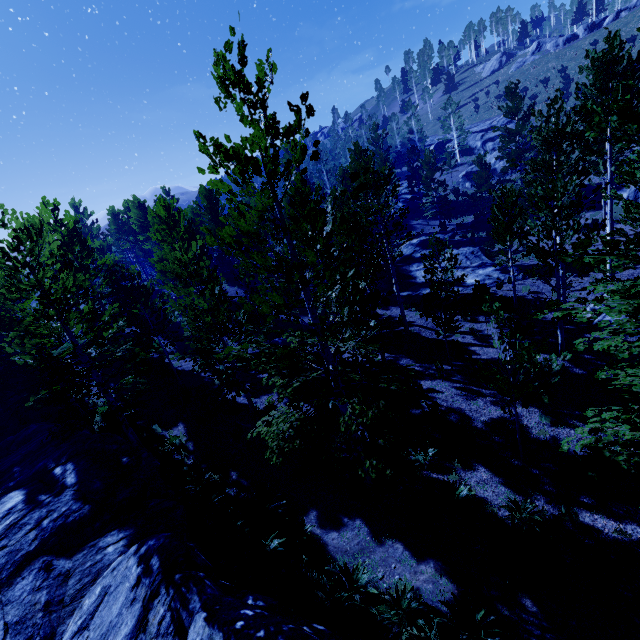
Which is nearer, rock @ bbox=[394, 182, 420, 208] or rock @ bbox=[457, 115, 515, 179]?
rock @ bbox=[457, 115, 515, 179]

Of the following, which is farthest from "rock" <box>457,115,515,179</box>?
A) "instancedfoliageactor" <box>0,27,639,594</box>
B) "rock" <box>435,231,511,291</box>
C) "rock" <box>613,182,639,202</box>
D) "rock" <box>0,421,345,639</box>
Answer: "rock" <box>0,421,345,639</box>

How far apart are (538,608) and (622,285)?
6.6m

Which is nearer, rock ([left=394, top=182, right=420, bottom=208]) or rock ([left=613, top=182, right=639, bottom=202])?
rock ([left=613, top=182, right=639, bottom=202])

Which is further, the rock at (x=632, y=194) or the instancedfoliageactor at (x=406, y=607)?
the rock at (x=632, y=194)

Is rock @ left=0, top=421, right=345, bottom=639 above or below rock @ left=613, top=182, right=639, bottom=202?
above

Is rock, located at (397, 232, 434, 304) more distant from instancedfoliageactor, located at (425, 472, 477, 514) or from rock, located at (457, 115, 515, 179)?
rock, located at (457, 115, 515, 179)

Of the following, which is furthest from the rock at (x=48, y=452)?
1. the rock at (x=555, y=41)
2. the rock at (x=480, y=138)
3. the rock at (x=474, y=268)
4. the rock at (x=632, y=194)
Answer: the rock at (x=555, y=41)
